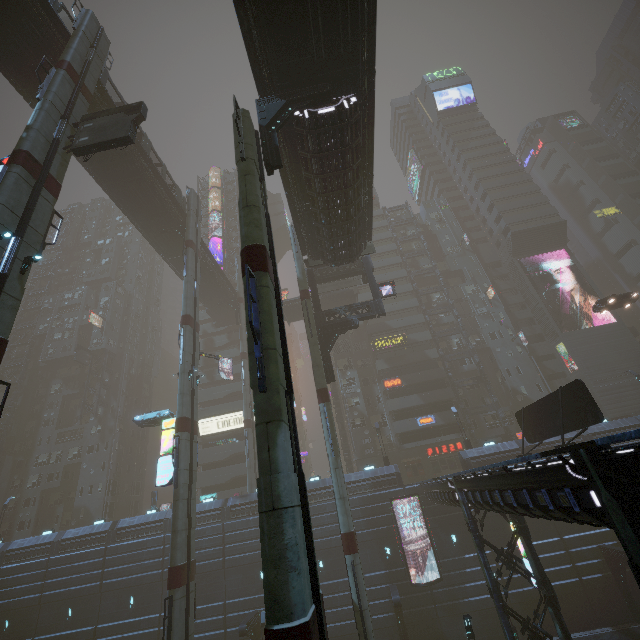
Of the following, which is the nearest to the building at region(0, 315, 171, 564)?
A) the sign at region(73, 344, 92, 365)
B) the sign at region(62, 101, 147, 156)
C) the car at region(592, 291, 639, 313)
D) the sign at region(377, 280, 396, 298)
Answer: the sign at region(73, 344, 92, 365)

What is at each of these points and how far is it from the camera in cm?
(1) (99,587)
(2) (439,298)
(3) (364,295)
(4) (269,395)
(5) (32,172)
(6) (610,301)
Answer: (1) building, 3023
(2) building, 5450
(3) building, 5303
(4) sm, 768
(5) sm, 1481
(6) car, 3281

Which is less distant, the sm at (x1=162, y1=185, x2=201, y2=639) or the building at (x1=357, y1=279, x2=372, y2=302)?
the sm at (x1=162, y1=185, x2=201, y2=639)

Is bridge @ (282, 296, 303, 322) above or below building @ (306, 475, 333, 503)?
above

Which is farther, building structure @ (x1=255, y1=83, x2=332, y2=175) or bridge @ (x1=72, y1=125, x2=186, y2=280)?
bridge @ (x1=72, y1=125, x2=186, y2=280)

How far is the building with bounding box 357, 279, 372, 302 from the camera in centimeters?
5266cm

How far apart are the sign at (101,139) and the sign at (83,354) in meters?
46.8

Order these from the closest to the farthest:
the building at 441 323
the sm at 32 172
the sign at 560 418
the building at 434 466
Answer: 1. the sm at 32 172
2. the sign at 560 418
3. the building at 434 466
4. the building at 441 323
